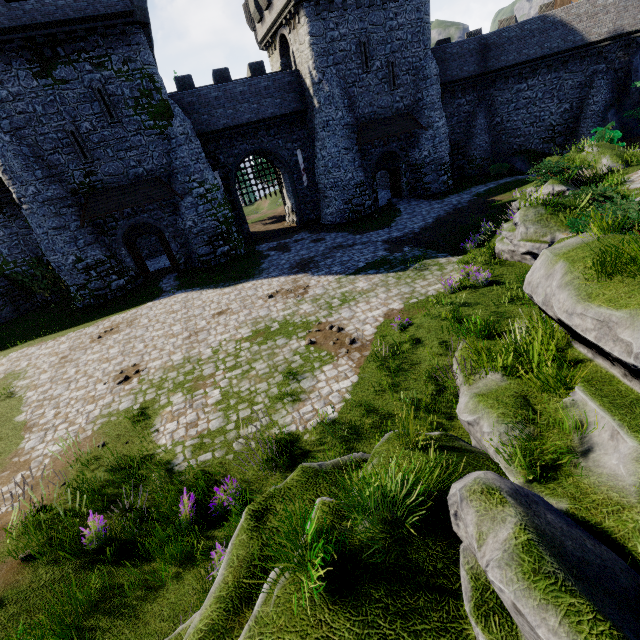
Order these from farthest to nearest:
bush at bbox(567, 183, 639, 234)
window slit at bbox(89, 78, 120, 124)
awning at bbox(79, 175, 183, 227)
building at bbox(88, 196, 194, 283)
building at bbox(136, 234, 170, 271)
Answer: building at bbox(136, 234, 170, 271)
building at bbox(88, 196, 194, 283)
awning at bbox(79, 175, 183, 227)
window slit at bbox(89, 78, 120, 124)
bush at bbox(567, 183, 639, 234)

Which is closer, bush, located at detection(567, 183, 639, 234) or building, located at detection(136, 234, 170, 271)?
bush, located at detection(567, 183, 639, 234)

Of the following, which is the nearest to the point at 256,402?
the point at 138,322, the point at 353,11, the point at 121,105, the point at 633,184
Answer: the point at 138,322

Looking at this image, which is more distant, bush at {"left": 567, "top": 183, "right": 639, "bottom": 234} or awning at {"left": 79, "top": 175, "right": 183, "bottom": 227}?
awning at {"left": 79, "top": 175, "right": 183, "bottom": 227}

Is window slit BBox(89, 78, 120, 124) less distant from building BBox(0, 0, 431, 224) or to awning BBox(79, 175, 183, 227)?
building BBox(0, 0, 431, 224)

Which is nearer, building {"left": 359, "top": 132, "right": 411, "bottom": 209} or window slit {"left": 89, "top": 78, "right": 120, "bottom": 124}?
window slit {"left": 89, "top": 78, "right": 120, "bottom": 124}

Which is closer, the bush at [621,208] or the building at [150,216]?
the bush at [621,208]

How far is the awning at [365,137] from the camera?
24.4m
